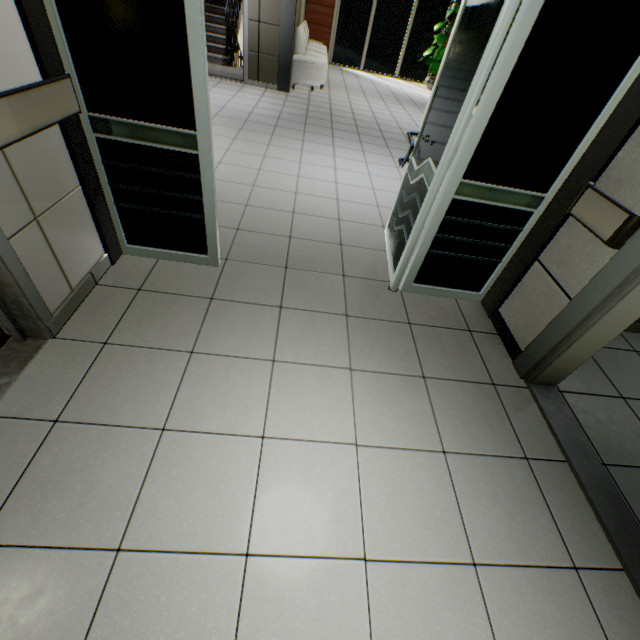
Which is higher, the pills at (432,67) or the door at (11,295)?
the pills at (432,67)

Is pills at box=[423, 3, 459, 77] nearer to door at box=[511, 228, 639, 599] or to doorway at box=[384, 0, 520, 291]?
doorway at box=[384, 0, 520, 291]

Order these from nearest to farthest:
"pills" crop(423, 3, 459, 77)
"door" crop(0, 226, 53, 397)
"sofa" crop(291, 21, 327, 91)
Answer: "door" crop(0, 226, 53, 397)
"sofa" crop(291, 21, 327, 91)
"pills" crop(423, 3, 459, 77)

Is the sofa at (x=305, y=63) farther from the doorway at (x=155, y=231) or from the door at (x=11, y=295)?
the door at (x=11, y=295)

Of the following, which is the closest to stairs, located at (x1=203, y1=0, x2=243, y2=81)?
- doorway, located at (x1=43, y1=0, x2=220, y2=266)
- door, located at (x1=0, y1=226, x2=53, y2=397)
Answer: doorway, located at (x1=43, y1=0, x2=220, y2=266)

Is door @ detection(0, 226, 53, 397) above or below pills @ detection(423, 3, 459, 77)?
below

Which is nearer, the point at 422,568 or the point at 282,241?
the point at 422,568

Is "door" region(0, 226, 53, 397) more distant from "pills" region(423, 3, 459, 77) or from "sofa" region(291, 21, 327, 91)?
"pills" region(423, 3, 459, 77)
